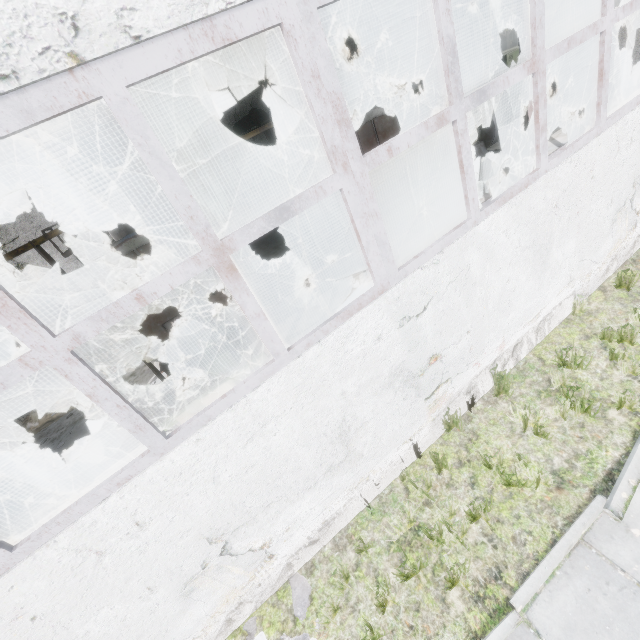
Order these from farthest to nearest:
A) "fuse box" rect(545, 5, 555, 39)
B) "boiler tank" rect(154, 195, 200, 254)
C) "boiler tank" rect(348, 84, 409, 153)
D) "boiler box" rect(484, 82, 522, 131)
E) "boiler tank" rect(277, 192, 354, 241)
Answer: "fuse box" rect(545, 5, 555, 39), "boiler box" rect(484, 82, 522, 131), "boiler tank" rect(277, 192, 354, 241), "boiler tank" rect(348, 84, 409, 153), "boiler tank" rect(154, 195, 200, 254)

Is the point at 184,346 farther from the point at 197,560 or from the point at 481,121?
the point at 481,121

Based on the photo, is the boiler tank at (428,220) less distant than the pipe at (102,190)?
Yes

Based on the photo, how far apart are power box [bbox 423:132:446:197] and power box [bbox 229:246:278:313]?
7.23m

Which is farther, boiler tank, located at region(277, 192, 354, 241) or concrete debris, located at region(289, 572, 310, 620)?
boiler tank, located at region(277, 192, 354, 241)

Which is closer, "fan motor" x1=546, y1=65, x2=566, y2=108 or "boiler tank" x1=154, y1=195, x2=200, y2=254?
"boiler tank" x1=154, y1=195, x2=200, y2=254

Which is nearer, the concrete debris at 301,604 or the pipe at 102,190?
the concrete debris at 301,604

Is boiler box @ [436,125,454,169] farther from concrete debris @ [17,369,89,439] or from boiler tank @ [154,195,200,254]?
concrete debris @ [17,369,89,439]
